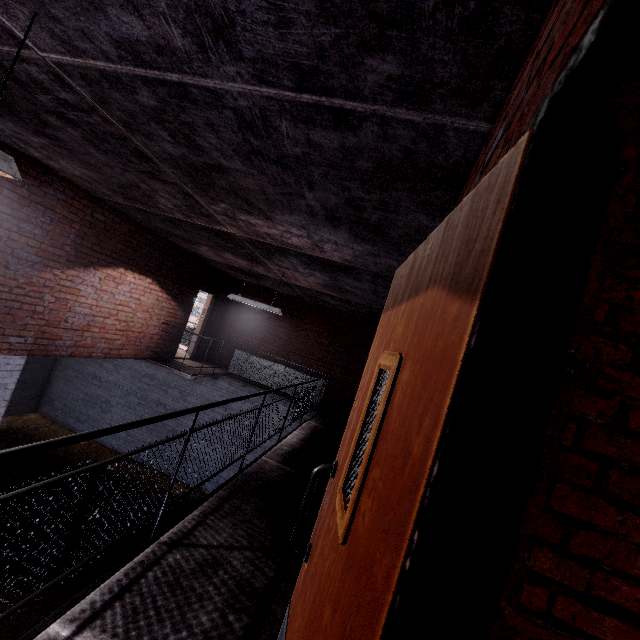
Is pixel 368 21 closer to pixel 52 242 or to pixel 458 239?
pixel 458 239

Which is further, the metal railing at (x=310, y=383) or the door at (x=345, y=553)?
the metal railing at (x=310, y=383)

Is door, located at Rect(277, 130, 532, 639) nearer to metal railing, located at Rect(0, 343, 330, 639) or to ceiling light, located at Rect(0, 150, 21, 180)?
metal railing, located at Rect(0, 343, 330, 639)

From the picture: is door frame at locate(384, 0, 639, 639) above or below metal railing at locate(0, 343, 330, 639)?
above

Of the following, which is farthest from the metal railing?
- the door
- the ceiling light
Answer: the ceiling light

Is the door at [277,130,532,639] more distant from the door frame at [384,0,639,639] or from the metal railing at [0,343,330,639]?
the metal railing at [0,343,330,639]

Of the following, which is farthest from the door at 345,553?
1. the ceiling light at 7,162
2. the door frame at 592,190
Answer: the ceiling light at 7,162

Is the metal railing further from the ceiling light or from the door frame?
the ceiling light
